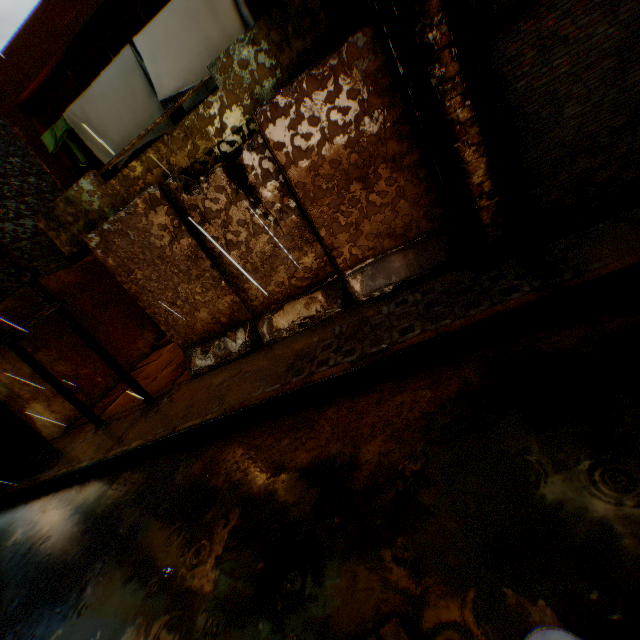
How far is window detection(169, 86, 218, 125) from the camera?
6.64m

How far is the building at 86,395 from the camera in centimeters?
904cm

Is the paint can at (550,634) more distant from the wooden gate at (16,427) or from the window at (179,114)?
the wooden gate at (16,427)

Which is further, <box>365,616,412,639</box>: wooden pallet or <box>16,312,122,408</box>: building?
<box>16,312,122,408</box>: building

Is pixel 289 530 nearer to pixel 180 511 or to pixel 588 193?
pixel 180 511

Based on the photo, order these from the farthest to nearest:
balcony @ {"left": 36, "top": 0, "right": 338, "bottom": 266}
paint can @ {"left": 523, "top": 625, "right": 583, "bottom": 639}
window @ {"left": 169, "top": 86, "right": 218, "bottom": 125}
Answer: window @ {"left": 169, "top": 86, "right": 218, "bottom": 125} → balcony @ {"left": 36, "top": 0, "right": 338, "bottom": 266} → paint can @ {"left": 523, "top": 625, "right": 583, "bottom": 639}

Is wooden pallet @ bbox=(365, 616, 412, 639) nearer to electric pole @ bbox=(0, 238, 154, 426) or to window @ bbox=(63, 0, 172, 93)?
electric pole @ bbox=(0, 238, 154, 426)

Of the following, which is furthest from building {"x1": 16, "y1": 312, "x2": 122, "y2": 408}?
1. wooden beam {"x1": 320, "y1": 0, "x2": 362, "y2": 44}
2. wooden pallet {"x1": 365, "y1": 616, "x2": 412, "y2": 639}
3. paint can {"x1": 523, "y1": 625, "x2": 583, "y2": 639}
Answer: wooden pallet {"x1": 365, "y1": 616, "x2": 412, "y2": 639}
